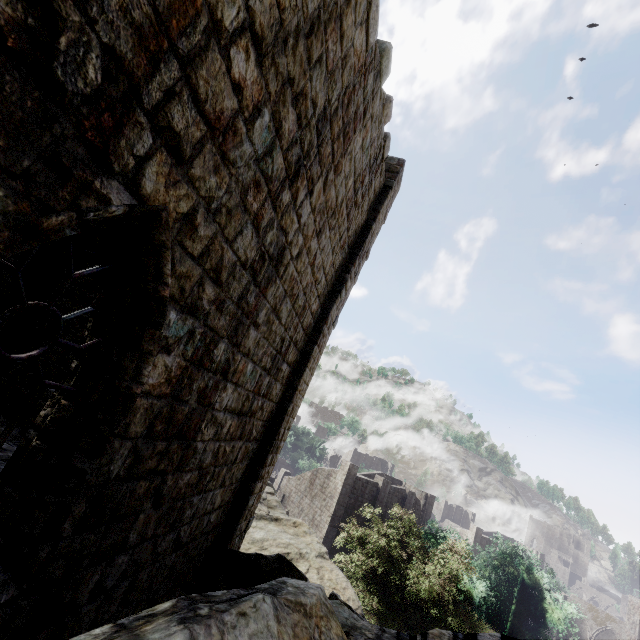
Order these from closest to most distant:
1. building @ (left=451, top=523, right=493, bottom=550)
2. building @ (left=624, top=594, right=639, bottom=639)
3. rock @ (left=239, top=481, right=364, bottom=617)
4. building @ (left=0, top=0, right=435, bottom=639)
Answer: building @ (left=0, top=0, right=435, bottom=639), rock @ (left=239, top=481, right=364, bottom=617), building @ (left=624, top=594, right=639, bottom=639), building @ (left=451, top=523, right=493, bottom=550)

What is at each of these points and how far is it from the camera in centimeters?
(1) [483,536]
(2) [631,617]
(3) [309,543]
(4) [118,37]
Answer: (1) building, 5025cm
(2) building, 4769cm
(3) rock, 1046cm
(4) building, 192cm

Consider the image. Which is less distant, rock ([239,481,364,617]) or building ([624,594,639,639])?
rock ([239,481,364,617])

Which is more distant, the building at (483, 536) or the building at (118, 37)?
the building at (483, 536)

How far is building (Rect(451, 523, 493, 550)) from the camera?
49.4m

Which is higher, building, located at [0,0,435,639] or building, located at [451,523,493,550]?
building, located at [0,0,435,639]
